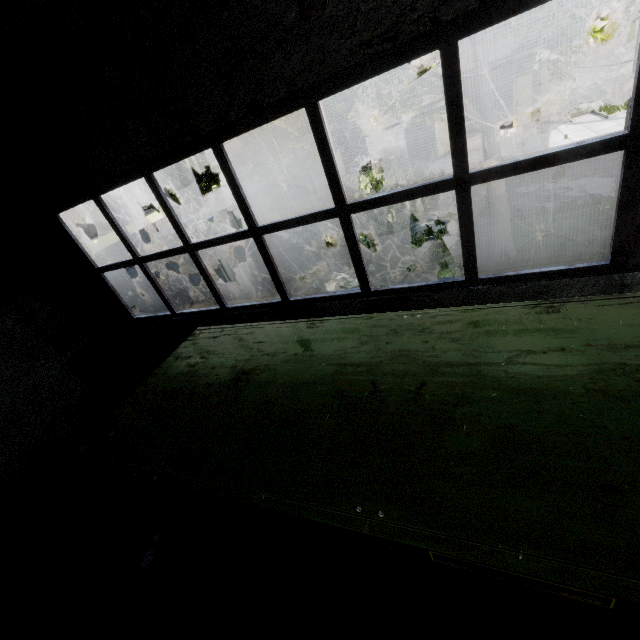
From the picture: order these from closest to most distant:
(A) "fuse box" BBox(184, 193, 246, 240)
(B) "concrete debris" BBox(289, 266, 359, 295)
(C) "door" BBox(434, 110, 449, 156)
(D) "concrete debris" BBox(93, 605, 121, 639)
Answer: (D) "concrete debris" BBox(93, 605, 121, 639) → (B) "concrete debris" BBox(289, 266, 359, 295) → (A) "fuse box" BBox(184, 193, 246, 240) → (C) "door" BBox(434, 110, 449, 156)

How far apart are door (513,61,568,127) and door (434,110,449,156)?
2.69m

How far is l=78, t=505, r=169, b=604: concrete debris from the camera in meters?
5.0 m

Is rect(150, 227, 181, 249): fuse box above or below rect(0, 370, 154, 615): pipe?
above

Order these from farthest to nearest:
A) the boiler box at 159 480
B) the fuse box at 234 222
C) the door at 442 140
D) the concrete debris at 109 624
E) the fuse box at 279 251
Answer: the door at 442 140 → the fuse box at 279 251 → the fuse box at 234 222 → the concrete debris at 109 624 → the boiler box at 159 480

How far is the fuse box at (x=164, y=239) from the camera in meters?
10.4 m

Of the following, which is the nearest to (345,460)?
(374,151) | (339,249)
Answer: (339,249)

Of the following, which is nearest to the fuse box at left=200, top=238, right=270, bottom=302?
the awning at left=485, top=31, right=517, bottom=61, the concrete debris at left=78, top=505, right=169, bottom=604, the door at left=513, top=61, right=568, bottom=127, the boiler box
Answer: the concrete debris at left=78, top=505, right=169, bottom=604
